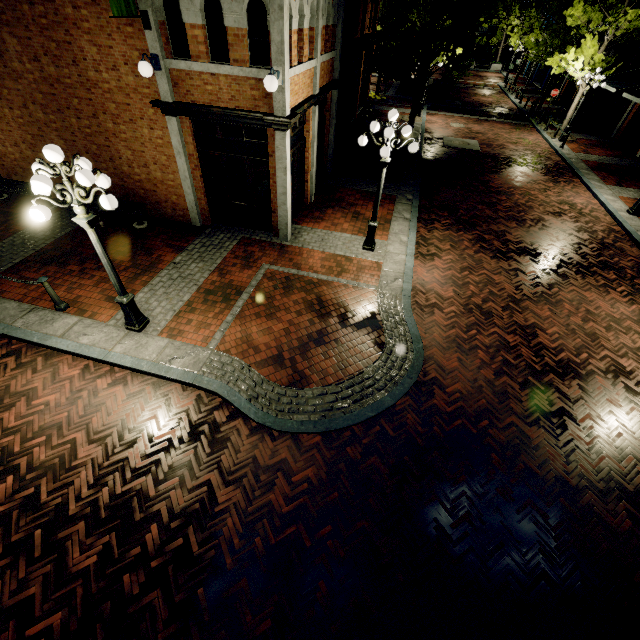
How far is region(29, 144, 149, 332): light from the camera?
4.6m

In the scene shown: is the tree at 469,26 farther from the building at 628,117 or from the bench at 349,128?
the bench at 349,128

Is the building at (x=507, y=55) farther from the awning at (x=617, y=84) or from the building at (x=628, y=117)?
the awning at (x=617, y=84)

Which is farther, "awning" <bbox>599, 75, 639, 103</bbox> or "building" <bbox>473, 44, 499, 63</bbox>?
"building" <bbox>473, 44, 499, 63</bbox>

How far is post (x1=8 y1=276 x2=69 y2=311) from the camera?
6.9m

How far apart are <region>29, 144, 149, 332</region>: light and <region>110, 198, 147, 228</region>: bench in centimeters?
428cm

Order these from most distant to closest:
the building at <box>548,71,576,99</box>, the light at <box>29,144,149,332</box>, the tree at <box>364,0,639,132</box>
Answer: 1. the building at <box>548,71,576,99</box>
2. the tree at <box>364,0,639,132</box>
3. the light at <box>29,144,149,332</box>

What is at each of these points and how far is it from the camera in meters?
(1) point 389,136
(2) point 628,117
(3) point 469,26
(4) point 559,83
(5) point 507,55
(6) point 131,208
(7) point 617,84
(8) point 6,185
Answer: (1) light, 7.4
(2) building, 20.6
(3) tree, 11.8
(4) building, 31.5
(5) building, 49.9
(6) bench, 9.9
(7) awning, 19.4
(8) bench, 10.6
